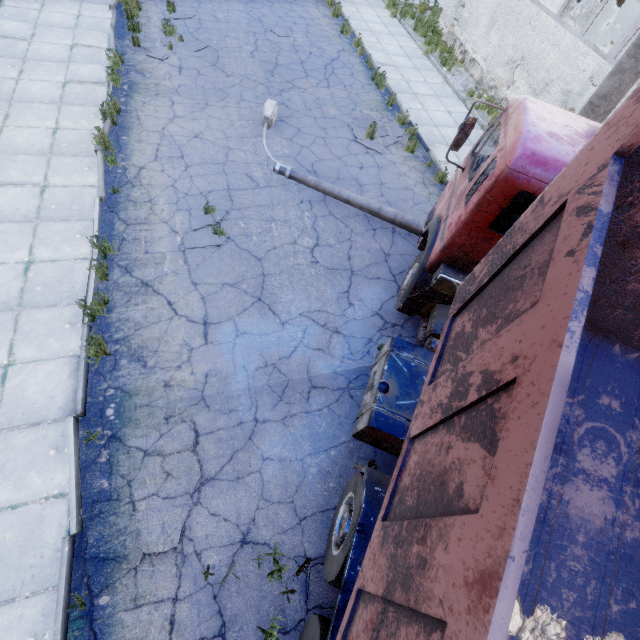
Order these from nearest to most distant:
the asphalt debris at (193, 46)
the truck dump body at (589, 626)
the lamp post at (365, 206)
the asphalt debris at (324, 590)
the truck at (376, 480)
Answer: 1. the truck dump body at (589, 626)
2. the truck at (376, 480)
3. the asphalt debris at (324, 590)
4. the lamp post at (365, 206)
5. the asphalt debris at (193, 46)

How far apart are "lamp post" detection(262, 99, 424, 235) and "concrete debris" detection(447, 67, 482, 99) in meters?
7.9 m

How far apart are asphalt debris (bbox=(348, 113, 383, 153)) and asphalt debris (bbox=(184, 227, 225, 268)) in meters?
4.9 m

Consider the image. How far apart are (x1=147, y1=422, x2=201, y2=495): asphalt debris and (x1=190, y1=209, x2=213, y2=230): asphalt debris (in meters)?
2.95

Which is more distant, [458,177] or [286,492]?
[458,177]

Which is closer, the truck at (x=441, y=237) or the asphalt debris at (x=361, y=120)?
the truck at (x=441, y=237)

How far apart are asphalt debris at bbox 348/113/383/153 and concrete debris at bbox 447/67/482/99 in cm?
407

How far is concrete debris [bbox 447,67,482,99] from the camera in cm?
1301
